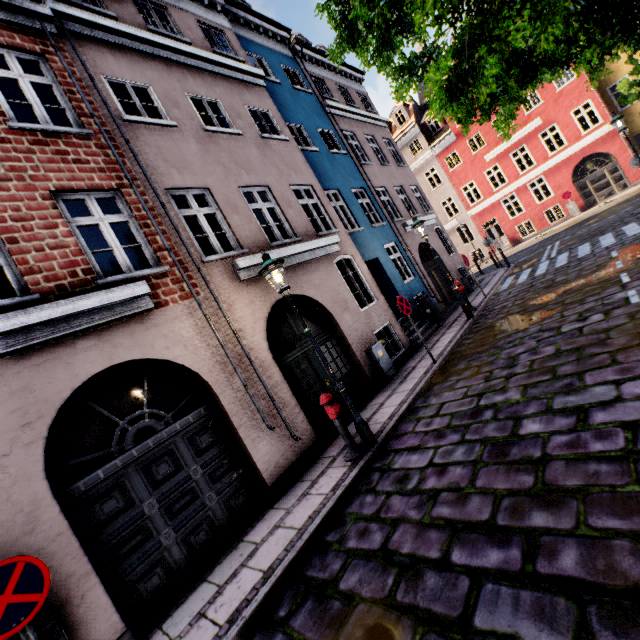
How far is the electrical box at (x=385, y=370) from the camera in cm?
892

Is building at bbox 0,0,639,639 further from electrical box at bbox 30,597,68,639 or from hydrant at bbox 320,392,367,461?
hydrant at bbox 320,392,367,461

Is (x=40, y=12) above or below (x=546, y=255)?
above

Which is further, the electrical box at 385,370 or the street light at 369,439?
the electrical box at 385,370

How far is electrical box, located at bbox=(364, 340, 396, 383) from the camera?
8.9 meters

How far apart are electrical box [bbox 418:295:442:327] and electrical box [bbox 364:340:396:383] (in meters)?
3.77

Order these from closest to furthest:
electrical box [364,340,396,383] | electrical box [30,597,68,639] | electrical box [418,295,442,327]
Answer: electrical box [30,597,68,639]
electrical box [364,340,396,383]
electrical box [418,295,442,327]

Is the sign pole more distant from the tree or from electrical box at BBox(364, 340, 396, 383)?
electrical box at BBox(364, 340, 396, 383)
